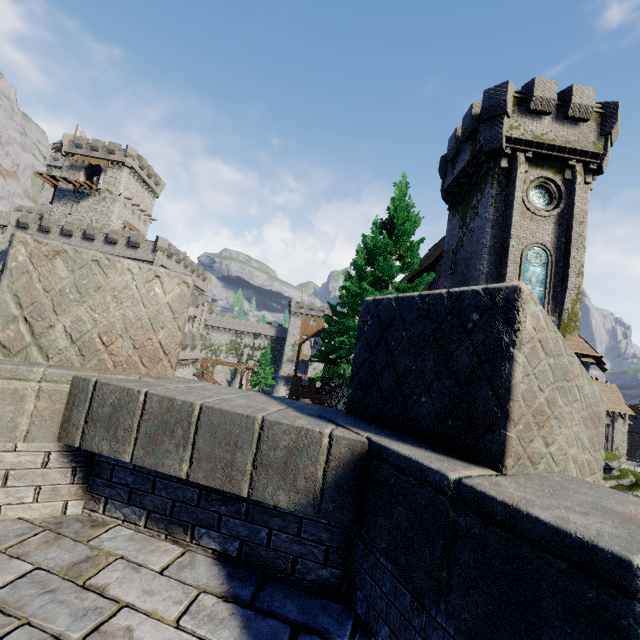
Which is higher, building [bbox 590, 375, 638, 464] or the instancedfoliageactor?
building [bbox 590, 375, 638, 464]

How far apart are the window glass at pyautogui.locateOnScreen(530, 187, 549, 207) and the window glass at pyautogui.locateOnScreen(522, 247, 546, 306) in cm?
236

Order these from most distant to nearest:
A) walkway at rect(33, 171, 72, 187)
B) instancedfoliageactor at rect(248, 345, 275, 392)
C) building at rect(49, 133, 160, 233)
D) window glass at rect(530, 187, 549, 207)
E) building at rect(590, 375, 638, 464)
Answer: instancedfoliageactor at rect(248, 345, 275, 392) < building at rect(49, 133, 160, 233) < walkway at rect(33, 171, 72, 187) < building at rect(590, 375, 638, 464) < window glass at rect(530, 187, 549, 207)

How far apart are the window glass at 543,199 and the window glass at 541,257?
2.36m

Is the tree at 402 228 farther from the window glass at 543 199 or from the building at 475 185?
the window glass at 543 199

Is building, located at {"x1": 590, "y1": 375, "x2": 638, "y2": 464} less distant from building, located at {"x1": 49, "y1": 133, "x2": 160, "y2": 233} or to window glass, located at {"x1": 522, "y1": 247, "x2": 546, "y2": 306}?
window glass, located at {"x1": 522, "y1": 247, "x2": 546, "y2": 306}

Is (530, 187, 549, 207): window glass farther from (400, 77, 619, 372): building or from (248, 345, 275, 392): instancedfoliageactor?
(248, 345, 275, 392): instancedfoliageactor

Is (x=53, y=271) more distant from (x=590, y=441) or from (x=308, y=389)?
(x=308, y=389)
